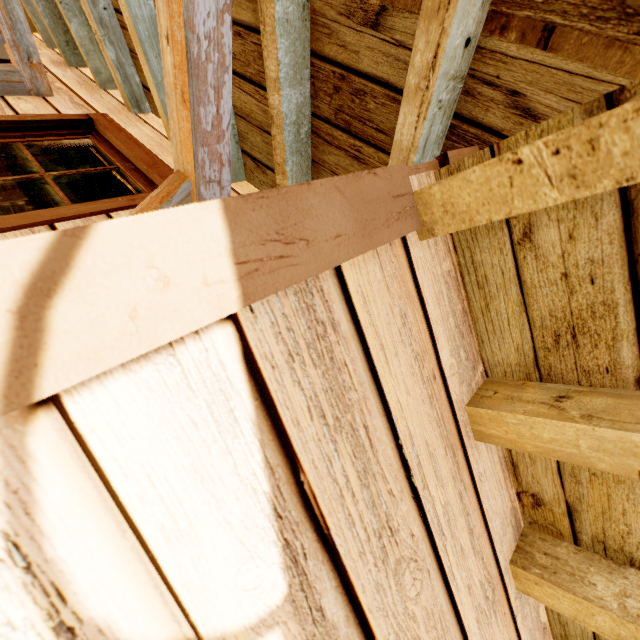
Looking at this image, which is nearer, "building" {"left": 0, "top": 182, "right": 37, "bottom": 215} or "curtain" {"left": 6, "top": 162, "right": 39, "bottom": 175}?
"curtain" {"left": 6, "top": 162, "right": 39, "bottom": 175}

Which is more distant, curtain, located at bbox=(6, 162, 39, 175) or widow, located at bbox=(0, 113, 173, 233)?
curtain, located at bbox=(6, 162, 39, 175)

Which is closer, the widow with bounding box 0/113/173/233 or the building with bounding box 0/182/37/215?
the widow with bounding box 0/113/173/233

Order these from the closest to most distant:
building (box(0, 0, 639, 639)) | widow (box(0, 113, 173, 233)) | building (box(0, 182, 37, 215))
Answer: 1. building (box(0, 0, 639, 639))
2. widow (box(0, 113, 173, 233))
3. building (box(0, 182, 37, 215))

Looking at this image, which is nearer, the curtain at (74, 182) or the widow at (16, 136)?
the widow at (16, 136)

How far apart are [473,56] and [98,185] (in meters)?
2.49

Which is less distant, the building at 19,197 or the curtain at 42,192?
the curtain at 42,192
